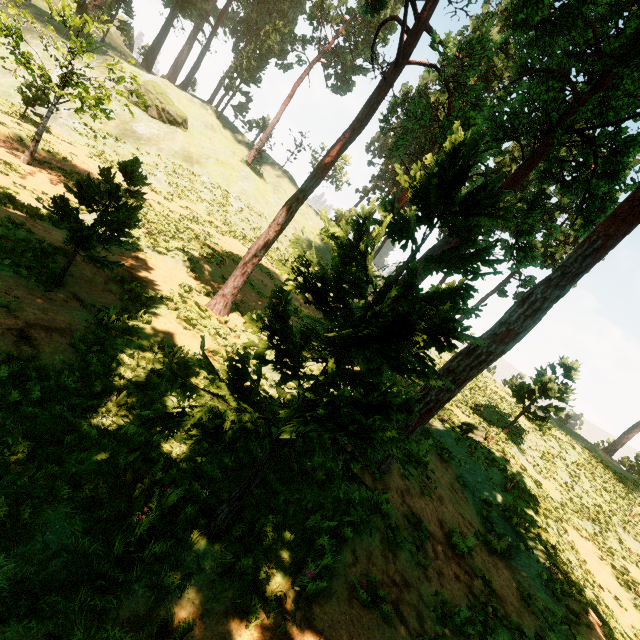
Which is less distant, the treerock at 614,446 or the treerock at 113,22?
the treerock at 113,22

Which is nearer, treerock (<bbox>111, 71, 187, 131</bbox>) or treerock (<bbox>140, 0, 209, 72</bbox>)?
treerock (<bbox>111, 71, 187, 131</bbox>)

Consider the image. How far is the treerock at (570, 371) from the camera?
19.11m

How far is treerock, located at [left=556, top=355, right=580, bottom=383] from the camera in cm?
1911

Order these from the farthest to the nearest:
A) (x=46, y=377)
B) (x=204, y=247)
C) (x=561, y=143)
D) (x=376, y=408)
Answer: (x=204, y=247) < (x=561, y=143) < (x=46, y=377) < (x=376, y=408)

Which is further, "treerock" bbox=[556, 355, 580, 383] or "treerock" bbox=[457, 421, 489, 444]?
"treerock" bbox=[556, 355, 580, 383]
